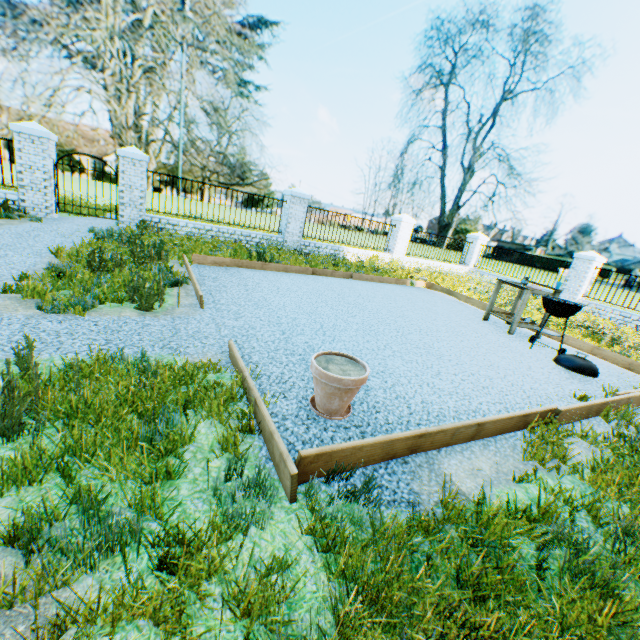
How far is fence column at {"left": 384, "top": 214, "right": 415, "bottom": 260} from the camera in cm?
1509

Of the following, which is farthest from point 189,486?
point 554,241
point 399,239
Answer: point 554,241

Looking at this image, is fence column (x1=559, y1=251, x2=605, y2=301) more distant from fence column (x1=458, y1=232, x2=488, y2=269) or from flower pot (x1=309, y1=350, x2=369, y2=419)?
flower pot (x1=309, y1=350, x2=369, y2=419)

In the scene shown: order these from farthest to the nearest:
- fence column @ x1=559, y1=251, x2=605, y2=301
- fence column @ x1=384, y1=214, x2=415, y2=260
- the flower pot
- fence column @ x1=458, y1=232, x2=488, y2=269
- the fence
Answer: fence column @ x1=458, y1=232, x2=488, y2=269, fence column @ x1=384, y1=214, x2=415, y2=260, fence column @ x1=559, y1=251, x2=605, y2=301, the fence, the flower pot

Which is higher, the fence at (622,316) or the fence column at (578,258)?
the fence column at (578,258)

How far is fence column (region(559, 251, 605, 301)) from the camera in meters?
13.2

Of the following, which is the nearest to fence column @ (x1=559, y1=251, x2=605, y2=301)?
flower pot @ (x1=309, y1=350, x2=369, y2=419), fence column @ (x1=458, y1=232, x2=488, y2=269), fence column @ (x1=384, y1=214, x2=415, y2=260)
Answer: fence column @ (x1=458, y1=232, x2=488, y2=269)

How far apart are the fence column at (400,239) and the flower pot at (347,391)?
13.4m
